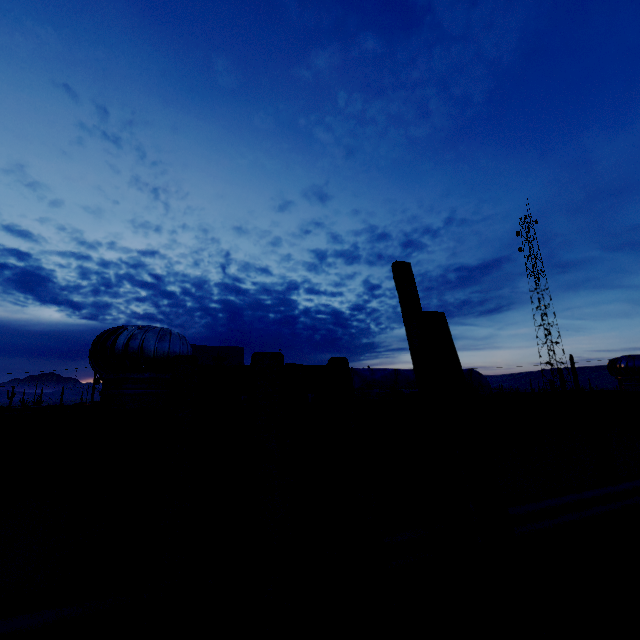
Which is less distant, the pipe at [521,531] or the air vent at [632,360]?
the pipe at [521,531]

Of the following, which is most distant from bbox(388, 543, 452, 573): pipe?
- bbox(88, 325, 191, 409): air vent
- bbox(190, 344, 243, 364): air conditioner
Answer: bbox(190, 344, 243, 364): air conditioner

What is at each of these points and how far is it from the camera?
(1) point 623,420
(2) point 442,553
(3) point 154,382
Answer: (1) roof trim, 2.5 meters
(2) pipe, 1.6 meters
(3) air vent, 2.0 meters

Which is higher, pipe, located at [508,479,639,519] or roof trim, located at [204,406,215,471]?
roof trim, located at [204,406,215,471]

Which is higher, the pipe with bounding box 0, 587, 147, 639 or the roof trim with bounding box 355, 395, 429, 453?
the roof trim with bounding box 355, 395, 429, 453

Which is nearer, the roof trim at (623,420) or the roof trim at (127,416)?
the roof trim at (127,416)

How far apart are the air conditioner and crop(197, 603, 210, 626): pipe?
3.7m

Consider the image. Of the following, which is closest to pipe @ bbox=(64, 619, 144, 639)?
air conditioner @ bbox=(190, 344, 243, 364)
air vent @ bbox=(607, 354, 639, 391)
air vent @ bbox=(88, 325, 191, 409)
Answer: air vent @ bbox=(88, 325, 191, 409)
